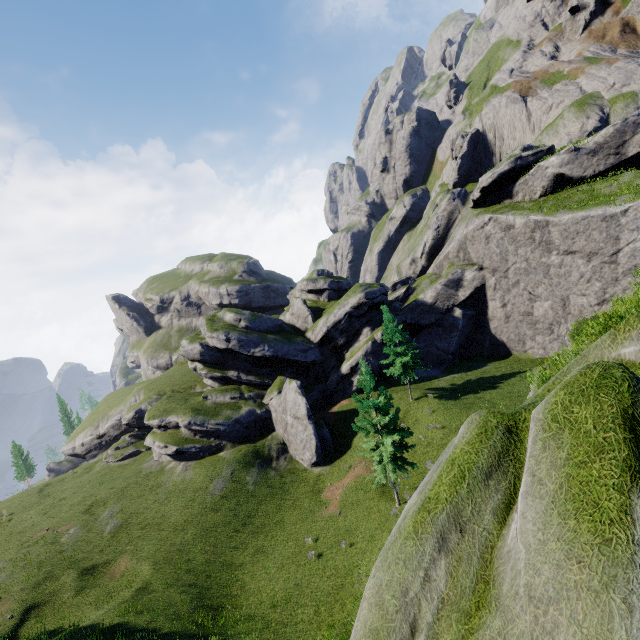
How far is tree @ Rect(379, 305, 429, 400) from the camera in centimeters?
3266cm

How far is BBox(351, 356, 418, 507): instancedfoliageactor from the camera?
21.1m

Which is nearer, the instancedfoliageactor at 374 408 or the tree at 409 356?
the instancedfoliageactor at 374 408

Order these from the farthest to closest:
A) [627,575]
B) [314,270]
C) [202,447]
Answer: [314,270]
[202,447]
[627,575]

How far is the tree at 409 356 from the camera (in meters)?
32.66

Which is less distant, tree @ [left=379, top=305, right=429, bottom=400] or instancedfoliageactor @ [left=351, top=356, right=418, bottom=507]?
instancedfoliageactor @ [left=351, top=356, right=418, bottom=507]
